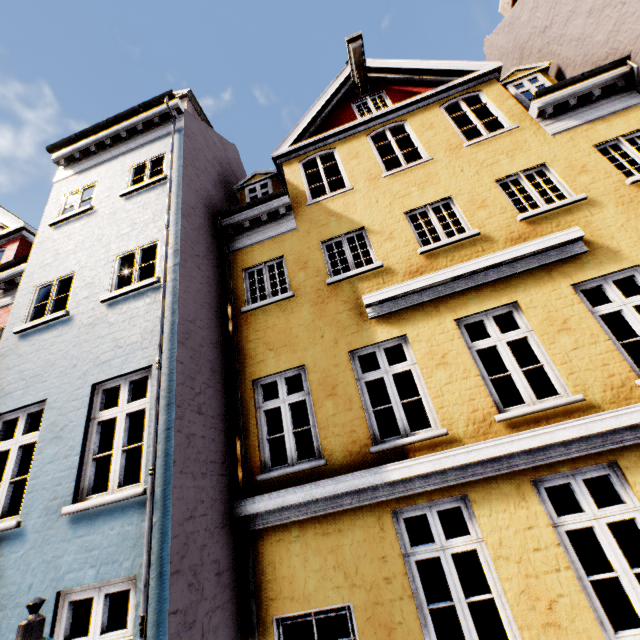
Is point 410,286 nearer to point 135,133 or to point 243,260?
point 243,260

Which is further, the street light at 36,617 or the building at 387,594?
the building at 387,594

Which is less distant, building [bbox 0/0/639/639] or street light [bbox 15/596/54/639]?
street light [bbox 15/596/54/639]
